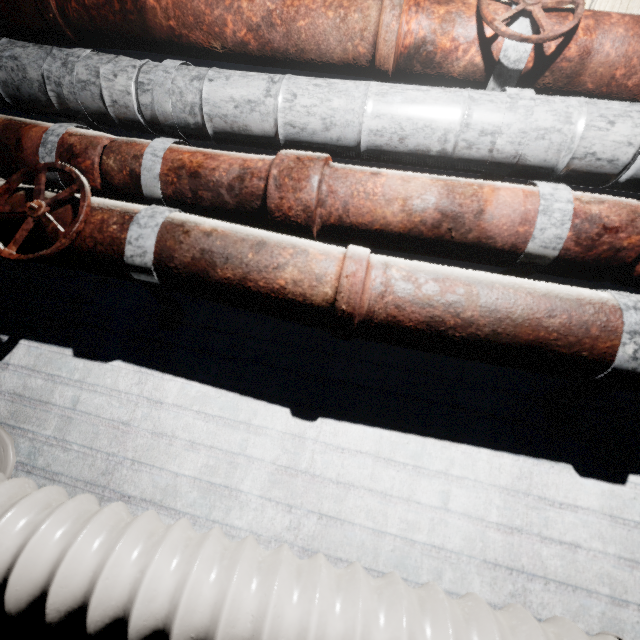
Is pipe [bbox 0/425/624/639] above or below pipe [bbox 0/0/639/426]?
below

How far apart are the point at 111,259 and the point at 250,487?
0.6 meters

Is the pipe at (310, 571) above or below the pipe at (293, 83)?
below
